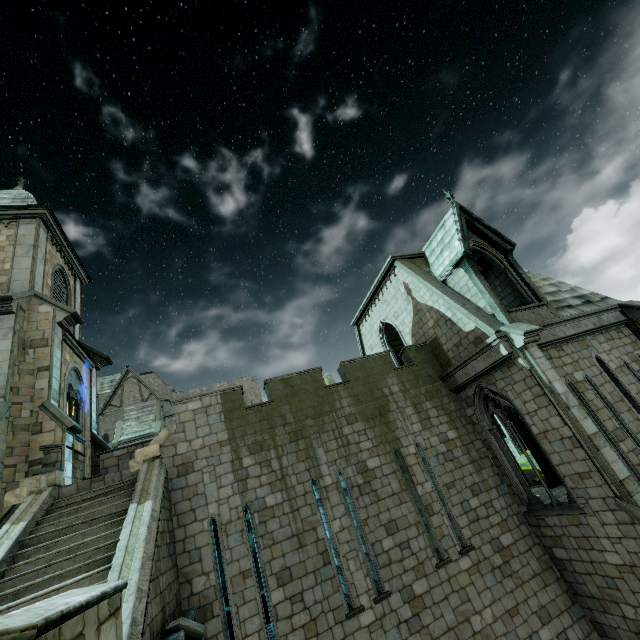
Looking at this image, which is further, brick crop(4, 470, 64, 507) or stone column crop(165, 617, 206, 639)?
brick crop(4, 470, 64, 507)

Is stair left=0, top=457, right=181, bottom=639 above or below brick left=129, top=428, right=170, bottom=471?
below

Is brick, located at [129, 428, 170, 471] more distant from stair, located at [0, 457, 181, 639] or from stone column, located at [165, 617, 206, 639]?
stone column, located at [165, 617, 206, 639]

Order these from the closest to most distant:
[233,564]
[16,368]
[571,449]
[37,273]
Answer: [233,564]
[571,449]
[16,368]
[37,273]

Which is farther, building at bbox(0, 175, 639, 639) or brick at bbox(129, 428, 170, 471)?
brick at bbox(129, 428, 170, 471)

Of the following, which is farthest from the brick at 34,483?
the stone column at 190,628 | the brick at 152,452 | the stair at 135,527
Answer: the stone column at 190,628

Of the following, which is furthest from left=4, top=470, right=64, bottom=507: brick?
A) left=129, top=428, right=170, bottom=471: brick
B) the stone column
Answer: the stone column

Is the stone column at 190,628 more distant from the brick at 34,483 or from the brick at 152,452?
the brick at 34,483
